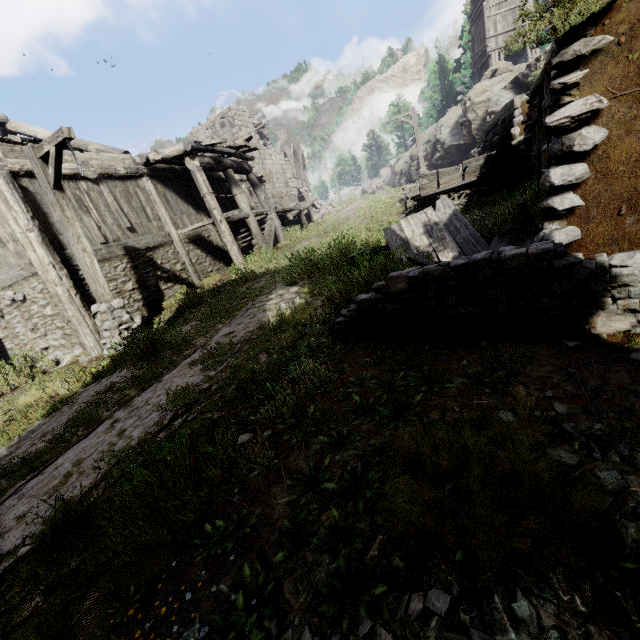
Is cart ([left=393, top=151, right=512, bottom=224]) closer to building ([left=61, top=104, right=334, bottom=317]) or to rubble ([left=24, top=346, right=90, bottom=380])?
building ([left=61, top=104, right=334, bottom=317])

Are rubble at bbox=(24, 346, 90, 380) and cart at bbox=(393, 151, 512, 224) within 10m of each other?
no

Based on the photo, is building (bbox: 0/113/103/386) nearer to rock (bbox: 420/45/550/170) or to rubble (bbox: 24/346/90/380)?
rubble (bbox: 24/346/90/380)

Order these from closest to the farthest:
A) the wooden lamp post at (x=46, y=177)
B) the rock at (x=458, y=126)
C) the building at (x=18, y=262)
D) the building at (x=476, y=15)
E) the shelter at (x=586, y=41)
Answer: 1. the shelter at (x=586, y=41)
2. the wooden lamp post at (x=46, y=177)
3. the building at (x=18, y=262)
4. the rock at (x=458, y=126)
5. the building at (x=476, y=15)

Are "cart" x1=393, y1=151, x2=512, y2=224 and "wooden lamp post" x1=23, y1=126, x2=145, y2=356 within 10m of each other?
yes

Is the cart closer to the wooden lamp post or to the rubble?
the wooden lamp post

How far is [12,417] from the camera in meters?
6.1 m

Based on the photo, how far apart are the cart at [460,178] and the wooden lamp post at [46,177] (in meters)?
8.93
